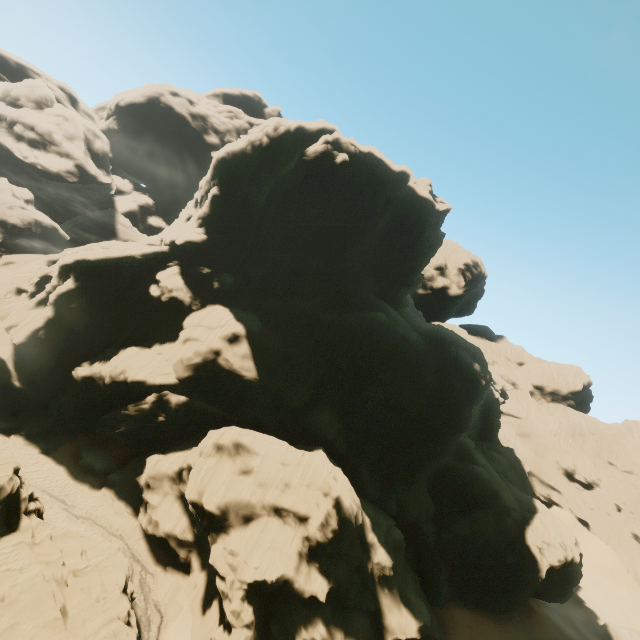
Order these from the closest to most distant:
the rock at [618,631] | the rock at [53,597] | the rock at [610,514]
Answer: the rock at [53,597] < the rock at [618,631] < the rock at [610,514]

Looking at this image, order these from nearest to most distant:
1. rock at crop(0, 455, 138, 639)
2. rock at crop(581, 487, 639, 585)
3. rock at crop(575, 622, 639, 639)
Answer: rock at crop(0, 455, 138, 639), rock at crop(575, 622, 639, 639), rock at crop(581, 487, 639, 585)

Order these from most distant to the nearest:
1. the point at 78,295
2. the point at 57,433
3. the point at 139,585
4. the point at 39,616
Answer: the point at 78,295, the point at 57,433, the point at 139,585, the point at 39,616

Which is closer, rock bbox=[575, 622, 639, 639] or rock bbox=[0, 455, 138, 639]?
rock bbox=[0, 455, 138, 639]

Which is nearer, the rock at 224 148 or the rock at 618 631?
the rock at 224 148

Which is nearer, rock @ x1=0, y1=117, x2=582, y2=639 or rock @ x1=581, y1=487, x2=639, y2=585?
rock @ x1=0, y1=117, x2=582, y2=639
